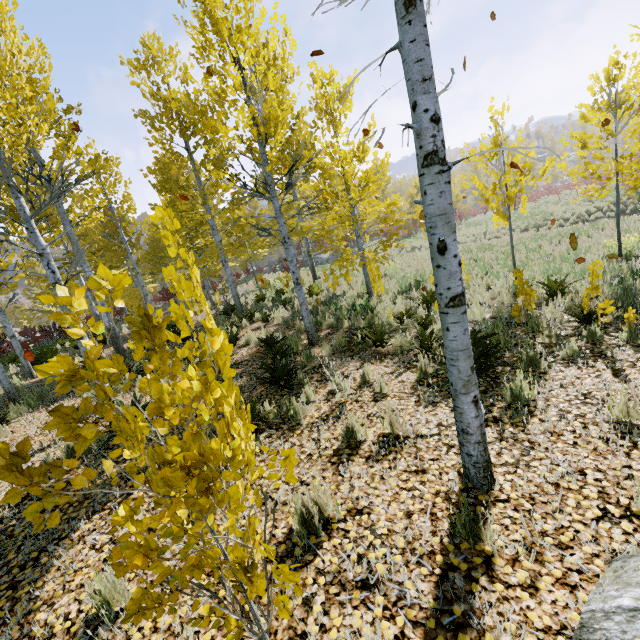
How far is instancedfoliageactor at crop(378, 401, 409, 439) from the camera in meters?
3.6 m

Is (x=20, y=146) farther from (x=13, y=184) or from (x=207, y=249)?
(x=207, y=249)

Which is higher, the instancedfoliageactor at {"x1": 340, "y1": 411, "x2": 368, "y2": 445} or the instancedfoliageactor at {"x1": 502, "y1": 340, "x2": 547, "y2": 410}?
the instancedfoliageactor at {"x1": 340, "y1": 411, "x2": 368, "y2": 445}

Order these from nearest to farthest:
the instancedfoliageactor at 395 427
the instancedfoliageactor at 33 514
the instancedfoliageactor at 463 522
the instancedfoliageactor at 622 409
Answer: the instancedfoliageactor at 33 514, the instancedfoliageactor at 463 522, the instancedfoliageactor at 622 409, the instancedfoliageactor at 395 427

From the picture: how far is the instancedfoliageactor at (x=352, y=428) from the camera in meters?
3.7

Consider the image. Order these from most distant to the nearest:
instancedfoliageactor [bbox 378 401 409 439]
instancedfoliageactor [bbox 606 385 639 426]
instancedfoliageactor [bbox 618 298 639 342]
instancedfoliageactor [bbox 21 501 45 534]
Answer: instancedfoliageactor [bbox 618 298 639 342], instancedfoliageactor [bbox 378 401 409 439], instancedfoliageactor [bbox 606 385 639 426], instancedfoliageactor [bbox 21 501 45 534]

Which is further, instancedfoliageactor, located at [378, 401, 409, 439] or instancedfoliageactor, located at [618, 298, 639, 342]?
instancedfoliageactor, located at [618, 298, 639, 342]
